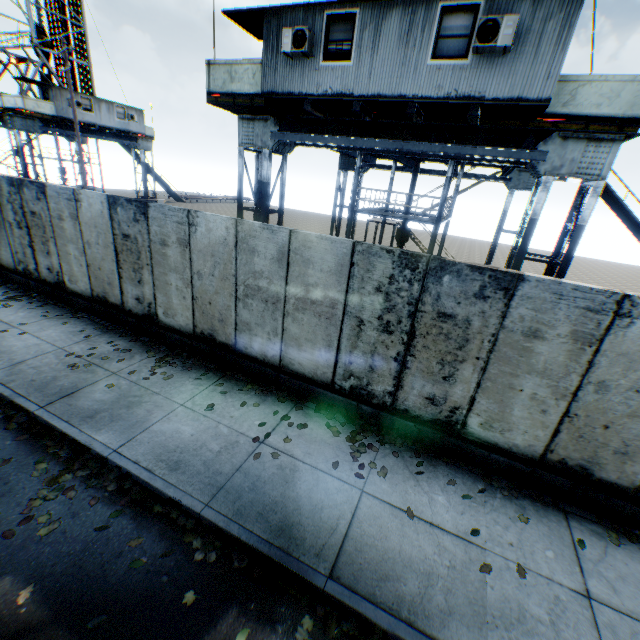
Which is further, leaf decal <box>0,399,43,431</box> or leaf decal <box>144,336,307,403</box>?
leaf decal <box>144,336,307,403</box>

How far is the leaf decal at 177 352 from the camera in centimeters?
683cm

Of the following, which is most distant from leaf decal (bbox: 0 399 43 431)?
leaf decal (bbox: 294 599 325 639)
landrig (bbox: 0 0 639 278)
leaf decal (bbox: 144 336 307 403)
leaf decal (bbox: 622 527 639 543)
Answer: landrig (bbox: 0 0 639 278)

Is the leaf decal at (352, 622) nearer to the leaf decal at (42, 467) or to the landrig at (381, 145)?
the leaf decal at (42, 467)

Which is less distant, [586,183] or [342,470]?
[342,470]

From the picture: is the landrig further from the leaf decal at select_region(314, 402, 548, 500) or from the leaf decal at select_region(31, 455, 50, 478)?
the leaf decal at select_region(31, 455, 50, 478)

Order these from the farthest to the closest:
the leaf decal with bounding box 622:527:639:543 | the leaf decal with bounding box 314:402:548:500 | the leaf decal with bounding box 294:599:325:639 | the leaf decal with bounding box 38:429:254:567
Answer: the leaf decal with bounding box 314:402:548:500, the leaf decal with bounding box 622:527:639:543, the leaf decal with bounding box 38:429:254:567, the leaf decal with bounding box 294:599:325:639

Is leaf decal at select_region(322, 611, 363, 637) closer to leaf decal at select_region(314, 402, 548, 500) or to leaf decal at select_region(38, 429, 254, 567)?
leaf decal at select_region(38, 429, 254, 567)
